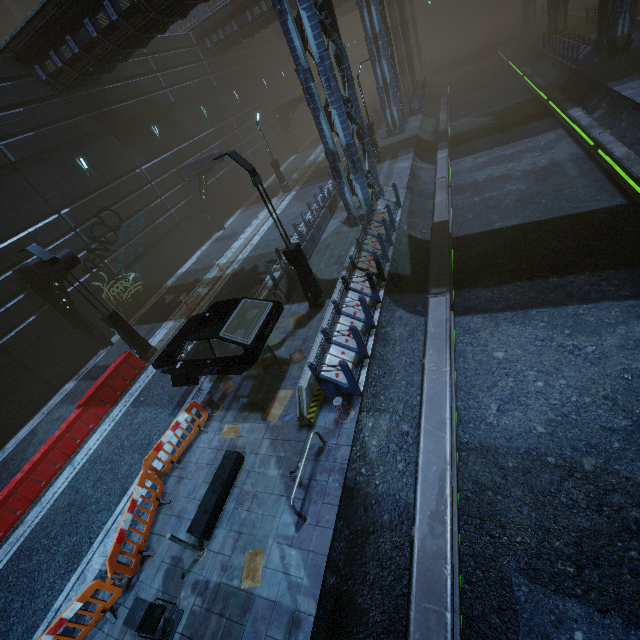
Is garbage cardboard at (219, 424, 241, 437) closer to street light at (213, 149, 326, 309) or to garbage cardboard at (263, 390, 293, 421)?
garbage cardboard at (263, 390, 293, 421)

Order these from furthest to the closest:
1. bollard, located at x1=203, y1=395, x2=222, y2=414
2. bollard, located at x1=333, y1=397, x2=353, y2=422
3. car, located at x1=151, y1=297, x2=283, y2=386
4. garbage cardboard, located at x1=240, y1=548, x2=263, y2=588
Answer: bollard, located at x1=203, y1=395, x2=222, y2=414 < car, located at x1=151, y1=297, x2=283, y2=386 < bollard, located at x1=333, y1=397, x2=353, y2=422 < garbage cardboard, located at x1=240, y1=548, x2=263, y2=588

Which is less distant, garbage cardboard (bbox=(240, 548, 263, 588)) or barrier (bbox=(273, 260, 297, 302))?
garbage cardboard (bbox=(240, 548, 263, 588))

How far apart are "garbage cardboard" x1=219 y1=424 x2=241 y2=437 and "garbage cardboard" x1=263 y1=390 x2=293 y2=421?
0.6m

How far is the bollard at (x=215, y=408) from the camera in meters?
9.4 m

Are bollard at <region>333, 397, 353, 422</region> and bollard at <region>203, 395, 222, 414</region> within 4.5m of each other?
yes

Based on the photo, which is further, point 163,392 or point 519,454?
point 163,392

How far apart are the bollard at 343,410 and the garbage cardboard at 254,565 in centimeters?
298cm
